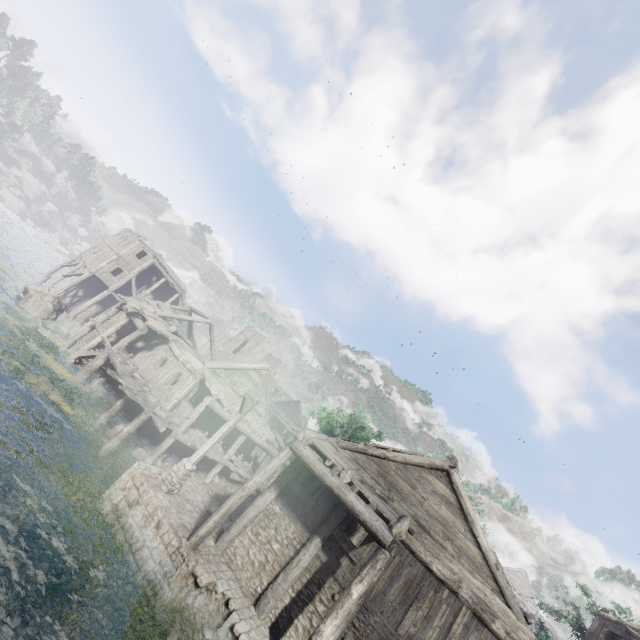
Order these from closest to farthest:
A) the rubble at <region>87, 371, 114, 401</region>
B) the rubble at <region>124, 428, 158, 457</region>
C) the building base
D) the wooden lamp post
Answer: the building base, the wooden lamp post, the rubble at <region>124, 428, 158, 457</region>, the rubble at <region>87, 371, 114, 401</region>

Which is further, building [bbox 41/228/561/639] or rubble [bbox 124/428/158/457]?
rubble [bbox 124/428/158/457]

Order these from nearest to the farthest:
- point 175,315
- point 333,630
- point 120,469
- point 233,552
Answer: point 333,630
point 233,552
point 120,469
point 175,315

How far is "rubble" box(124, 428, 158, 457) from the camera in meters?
17.0 m

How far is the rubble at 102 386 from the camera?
19.9m

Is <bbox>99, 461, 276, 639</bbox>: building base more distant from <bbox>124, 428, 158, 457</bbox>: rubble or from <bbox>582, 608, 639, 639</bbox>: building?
<bbox>124, 428, 158, 457</bbox>: rubble

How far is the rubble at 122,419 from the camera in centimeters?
1708cm
